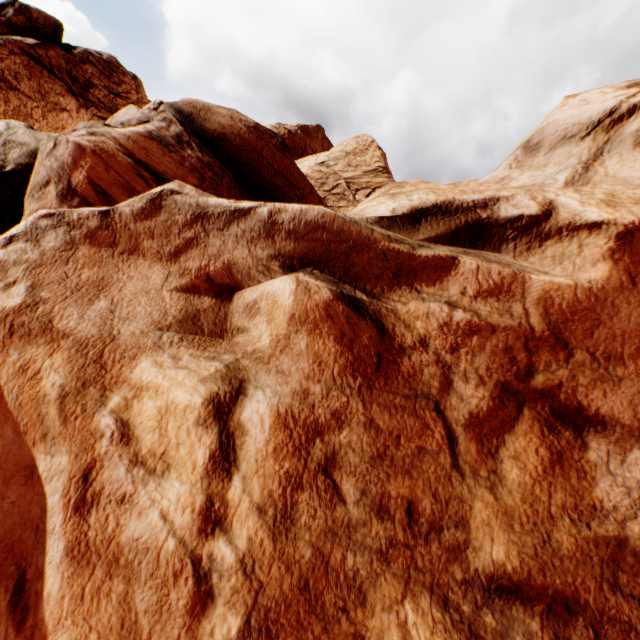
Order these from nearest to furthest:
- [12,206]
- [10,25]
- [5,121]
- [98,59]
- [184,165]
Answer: [184,165], [12,206], [5,121], [10,25], [98,59]
